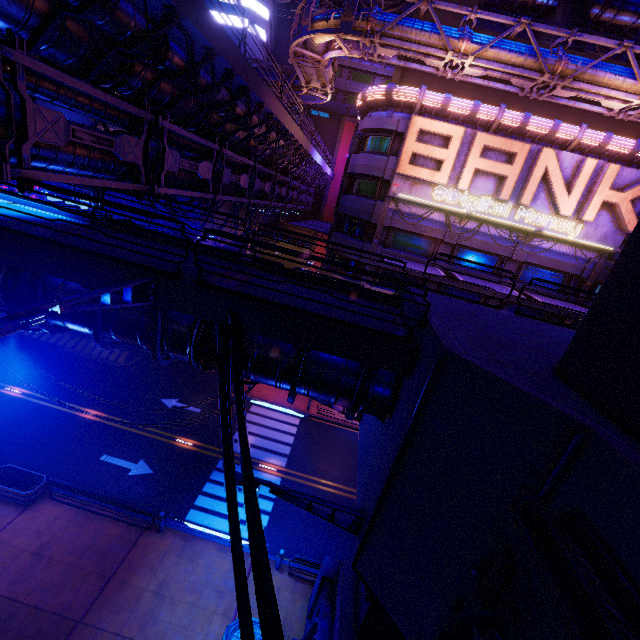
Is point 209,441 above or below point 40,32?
below

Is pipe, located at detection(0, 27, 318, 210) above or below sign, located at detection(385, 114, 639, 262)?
below

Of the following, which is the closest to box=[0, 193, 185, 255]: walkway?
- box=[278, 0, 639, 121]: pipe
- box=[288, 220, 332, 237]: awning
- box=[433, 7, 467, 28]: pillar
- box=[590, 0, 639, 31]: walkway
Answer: box=[278, 0, 639, 121]: pipe

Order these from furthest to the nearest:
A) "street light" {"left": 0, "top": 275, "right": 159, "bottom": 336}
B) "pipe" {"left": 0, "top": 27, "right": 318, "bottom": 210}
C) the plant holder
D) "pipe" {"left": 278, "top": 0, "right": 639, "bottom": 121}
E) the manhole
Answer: "pipe" {"left": 278, "top": 0, "right": 639, "bottom": 121} → the plant holder → the manhole → "pipe" {"left": 0, "top": 27, "right": 318, "bottom": 210} → "street light" {"left": 0, "top": 275, "right": 159, "bottom": 336}

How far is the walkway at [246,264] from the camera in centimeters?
921cm

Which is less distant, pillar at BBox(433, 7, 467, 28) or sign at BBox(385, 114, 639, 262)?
sign at BBox(385, 114, 639, 262)

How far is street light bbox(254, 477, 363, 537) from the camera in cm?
743

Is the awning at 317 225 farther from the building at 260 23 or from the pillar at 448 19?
the building at 260 23
